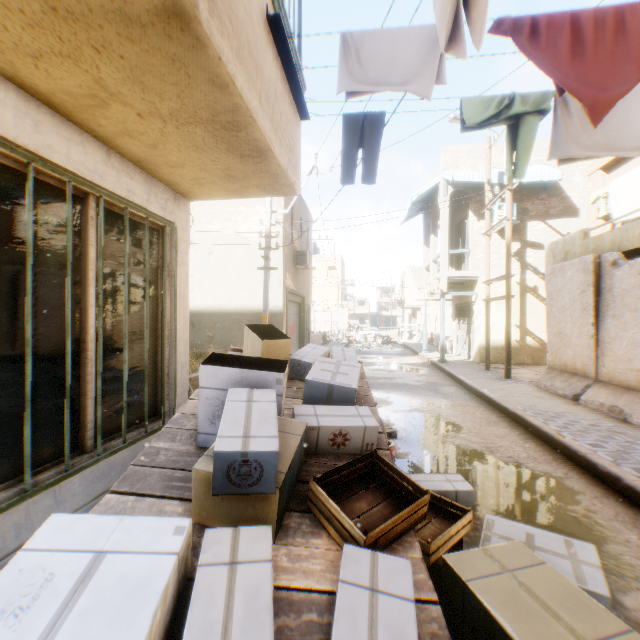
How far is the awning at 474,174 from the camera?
12.91m

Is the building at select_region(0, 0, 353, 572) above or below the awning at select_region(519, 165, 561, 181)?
below

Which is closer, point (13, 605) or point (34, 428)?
point (13, 605)

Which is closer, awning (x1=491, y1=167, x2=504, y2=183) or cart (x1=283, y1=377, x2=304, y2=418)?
cart (x1=283, y1=377, x2=304, y2=418)

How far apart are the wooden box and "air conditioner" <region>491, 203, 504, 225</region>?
13.6 meters

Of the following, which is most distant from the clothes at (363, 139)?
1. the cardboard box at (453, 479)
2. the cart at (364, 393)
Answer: the cardboard box at (453, 479)

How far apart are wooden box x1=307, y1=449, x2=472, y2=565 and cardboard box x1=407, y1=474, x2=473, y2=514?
1.1 meters

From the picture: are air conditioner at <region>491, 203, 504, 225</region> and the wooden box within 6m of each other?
no
